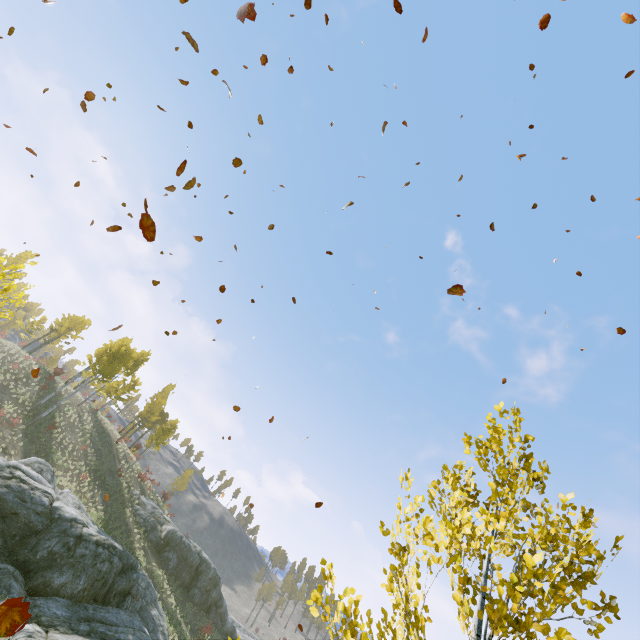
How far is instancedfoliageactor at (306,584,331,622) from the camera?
2.9 meters

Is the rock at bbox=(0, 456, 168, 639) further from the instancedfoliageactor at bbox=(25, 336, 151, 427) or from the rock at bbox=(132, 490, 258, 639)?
the rock at bbox=(132, 490, 258, 639)

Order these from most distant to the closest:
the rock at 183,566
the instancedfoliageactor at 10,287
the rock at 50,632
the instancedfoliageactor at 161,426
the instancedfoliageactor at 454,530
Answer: the instancedfoliageactor at 161,426, the rock at 183,566, the rock at 50,632, the instancedfoliageactor at 10,287, the instancedfoliageactor at 454,530

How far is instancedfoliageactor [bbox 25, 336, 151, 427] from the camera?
29.42m

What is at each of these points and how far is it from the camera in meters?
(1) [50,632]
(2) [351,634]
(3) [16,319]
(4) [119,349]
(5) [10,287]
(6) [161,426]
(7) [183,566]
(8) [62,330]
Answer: (1) rock, 11.5
(2) instancedfoliageactor, 2.8
(3) instancedfoliageactor, 55.3
(4) instancedfoliageactor, 32.8
(5) instancedfoliageactor, 5.8
(6) instancedfoliageactor, 39.2
(7) rock, 30.4
(8) instancedfoliageactor, 40.4

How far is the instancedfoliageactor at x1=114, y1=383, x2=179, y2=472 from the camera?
38.19m

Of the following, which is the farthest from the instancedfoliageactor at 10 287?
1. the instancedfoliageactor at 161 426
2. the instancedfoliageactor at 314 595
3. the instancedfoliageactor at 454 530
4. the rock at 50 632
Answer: the instancedfoliageactor at 161 426
